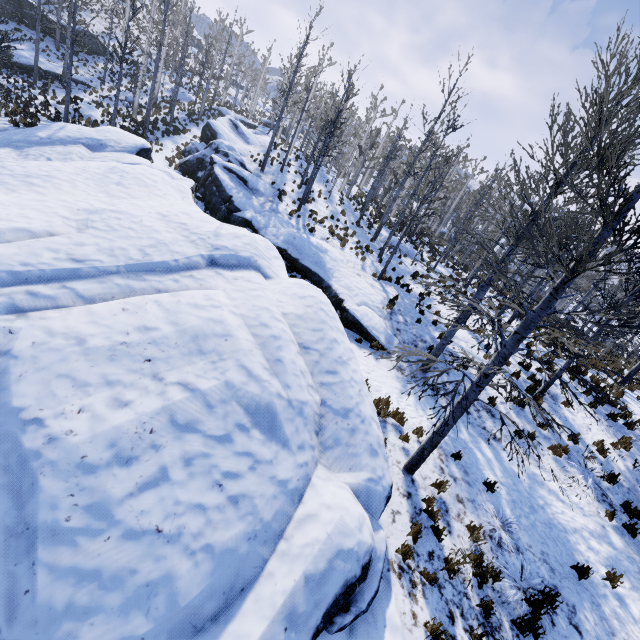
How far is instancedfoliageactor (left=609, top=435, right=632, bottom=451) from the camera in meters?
9.9

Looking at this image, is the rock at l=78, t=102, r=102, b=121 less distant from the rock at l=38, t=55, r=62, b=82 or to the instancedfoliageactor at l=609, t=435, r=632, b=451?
the instancedfoliageactor at l=609, t=435, r=632, b=451

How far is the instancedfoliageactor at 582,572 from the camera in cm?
627

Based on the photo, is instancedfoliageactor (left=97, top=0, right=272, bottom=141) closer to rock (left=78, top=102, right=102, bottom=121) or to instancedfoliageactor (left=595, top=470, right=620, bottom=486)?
rock (left=78, top=102, right=102, bottom=121)

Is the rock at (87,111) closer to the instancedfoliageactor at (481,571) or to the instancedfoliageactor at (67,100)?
the instancedfoliageactor at (481,571)

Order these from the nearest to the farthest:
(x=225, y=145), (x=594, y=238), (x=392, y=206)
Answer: (x=594, y=238) → (x=392, y=206) → (x=225, y=145)

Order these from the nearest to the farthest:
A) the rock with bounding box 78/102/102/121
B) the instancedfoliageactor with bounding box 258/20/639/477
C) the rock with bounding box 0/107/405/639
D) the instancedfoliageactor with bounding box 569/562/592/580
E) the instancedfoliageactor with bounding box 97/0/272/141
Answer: the rock with bounding box 0/107/405/639 < the instancedfoliageactor with bounding box 258/20/639/477 < the instancedfoliageactor with bounding box 569/562/592/580 < the instancedfoliageactor with bounding box 97/0/272/141 < the rock with bounding box 78/102/102/121
